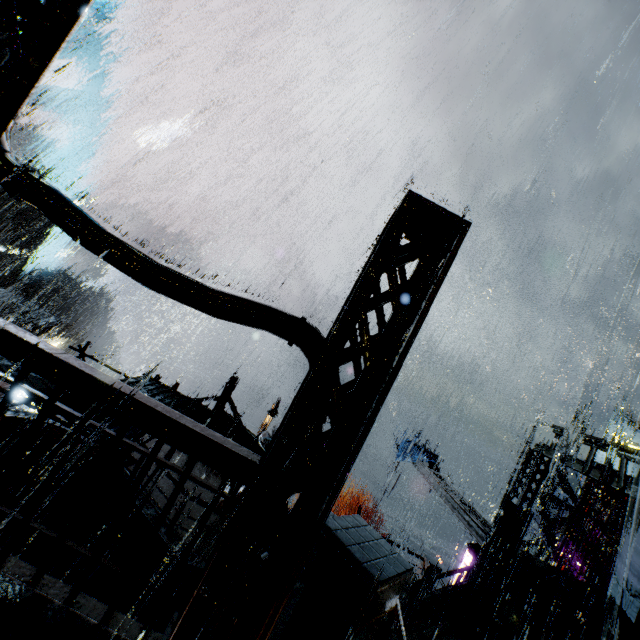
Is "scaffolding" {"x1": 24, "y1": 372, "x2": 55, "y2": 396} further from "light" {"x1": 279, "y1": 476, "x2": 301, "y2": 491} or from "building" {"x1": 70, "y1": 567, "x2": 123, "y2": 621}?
"light" {"x1": 279, "y1": 476, "x2": 301, "y2": 491}

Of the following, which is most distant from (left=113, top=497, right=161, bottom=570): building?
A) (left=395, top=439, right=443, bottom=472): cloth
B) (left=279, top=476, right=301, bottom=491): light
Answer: (left=395, top=439, right=443, bottom=472): cloth

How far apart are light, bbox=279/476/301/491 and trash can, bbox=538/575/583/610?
→ 16.81m

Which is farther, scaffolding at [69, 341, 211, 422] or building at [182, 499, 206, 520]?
building at [182, 499, 206, 520]

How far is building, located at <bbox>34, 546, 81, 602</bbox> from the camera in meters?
2.9 m

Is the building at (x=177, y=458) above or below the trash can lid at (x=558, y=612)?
below

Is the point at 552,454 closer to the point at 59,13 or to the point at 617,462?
the point at 59,13

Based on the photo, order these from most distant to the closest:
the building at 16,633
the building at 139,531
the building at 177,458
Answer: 1. the building at 177,458
2. the building at 139,531
3. the building at 16,633
